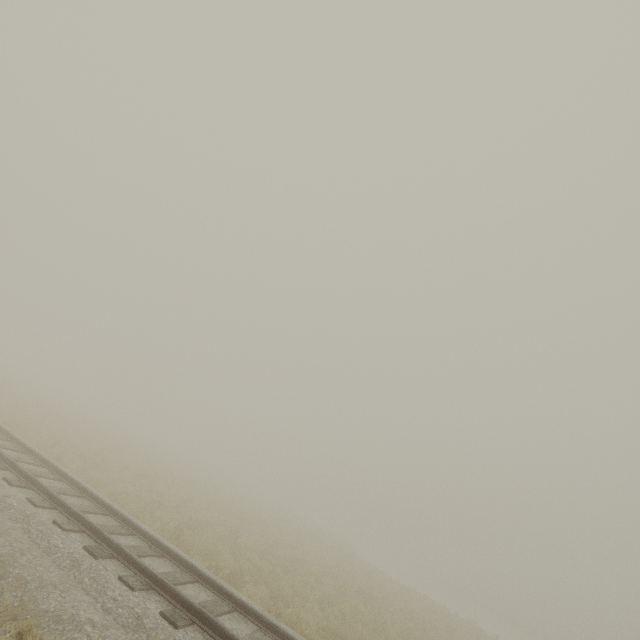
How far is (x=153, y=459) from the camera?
27.3 meters
